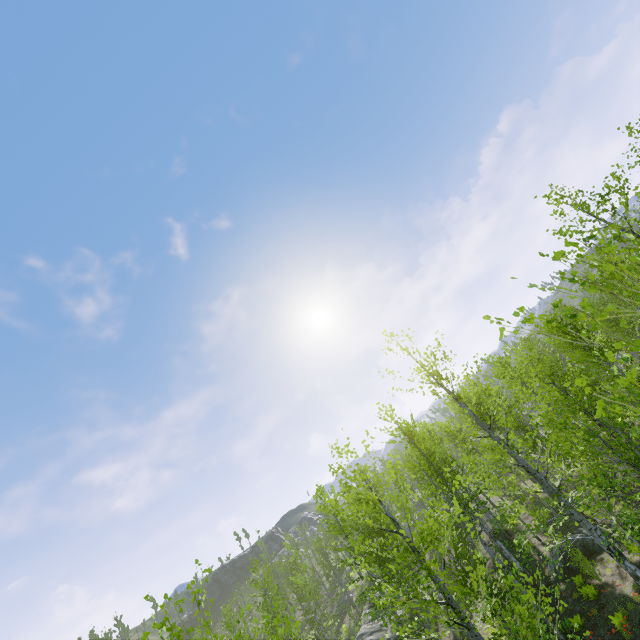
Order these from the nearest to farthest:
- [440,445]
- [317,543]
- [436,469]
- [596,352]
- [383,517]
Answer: [596,352], [383,517], [436,469], [440,445], [317,543]

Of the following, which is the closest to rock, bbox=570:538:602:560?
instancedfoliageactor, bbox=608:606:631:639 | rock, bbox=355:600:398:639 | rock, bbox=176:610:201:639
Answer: rock, bbox=355:600:398:639

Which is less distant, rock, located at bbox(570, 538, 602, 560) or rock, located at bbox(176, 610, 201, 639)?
rock, located at bbox(570, 538, 602, 560)

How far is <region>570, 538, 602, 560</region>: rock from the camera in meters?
15.7

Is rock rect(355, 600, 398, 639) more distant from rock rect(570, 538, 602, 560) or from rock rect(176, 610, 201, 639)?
rock rect(176, 610, 201, 639)

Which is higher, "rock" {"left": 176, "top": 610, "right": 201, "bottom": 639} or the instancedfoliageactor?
"rock" {"left": 176, "top": 610, "right": 201, "bottom": 639}

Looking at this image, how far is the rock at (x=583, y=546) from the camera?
15.7 meters

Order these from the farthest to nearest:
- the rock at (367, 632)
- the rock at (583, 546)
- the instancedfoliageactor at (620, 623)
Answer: Result:
1. the rock at (367, 632)
2. the rock at (583, 546)
3. the instancedfoliageactor at (620, 623)
